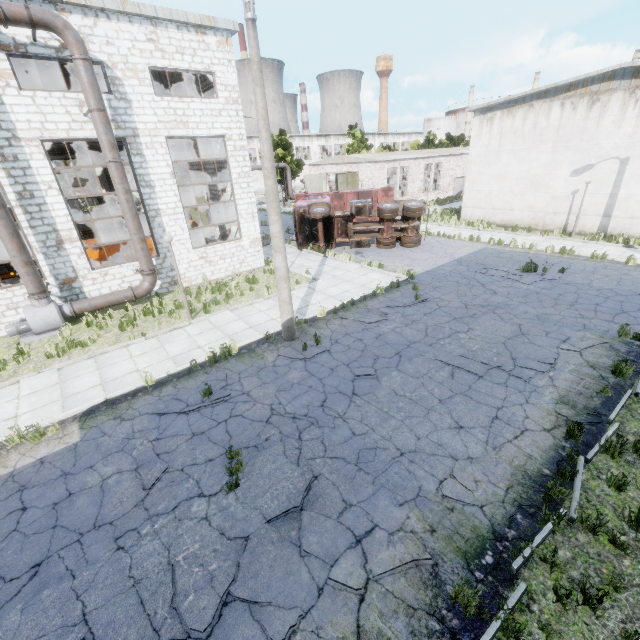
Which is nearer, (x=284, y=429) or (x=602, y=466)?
(x=602, y=466)

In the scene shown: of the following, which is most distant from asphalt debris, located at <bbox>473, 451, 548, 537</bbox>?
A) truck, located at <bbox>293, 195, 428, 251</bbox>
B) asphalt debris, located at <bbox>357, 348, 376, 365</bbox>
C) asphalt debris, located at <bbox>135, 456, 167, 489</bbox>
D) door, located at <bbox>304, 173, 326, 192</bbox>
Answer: door, located at <bbox>304, 173, 326, 192</bbox>

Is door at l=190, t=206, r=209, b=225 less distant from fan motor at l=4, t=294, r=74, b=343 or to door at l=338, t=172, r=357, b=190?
door at l=338, t=172, r=357, b=190

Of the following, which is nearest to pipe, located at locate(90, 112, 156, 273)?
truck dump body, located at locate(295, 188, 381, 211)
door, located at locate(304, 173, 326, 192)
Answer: truck dump body, located at locate(295, 188, 381, 211)

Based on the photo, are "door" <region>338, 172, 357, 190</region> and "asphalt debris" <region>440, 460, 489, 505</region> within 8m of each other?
no

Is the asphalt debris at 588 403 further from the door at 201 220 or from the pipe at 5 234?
the door at 201 220

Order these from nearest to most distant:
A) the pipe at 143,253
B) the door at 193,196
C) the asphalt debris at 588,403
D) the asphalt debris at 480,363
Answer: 1. the asphalt debris at 588,403
2. the asphalt debris at 480,363
3. the pipe at 143,253
4. the door at 193,196

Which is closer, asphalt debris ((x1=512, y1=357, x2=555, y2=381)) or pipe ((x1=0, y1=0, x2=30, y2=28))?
asphalt debris ((x1=512, y1=357, x2=555, y2=381))
